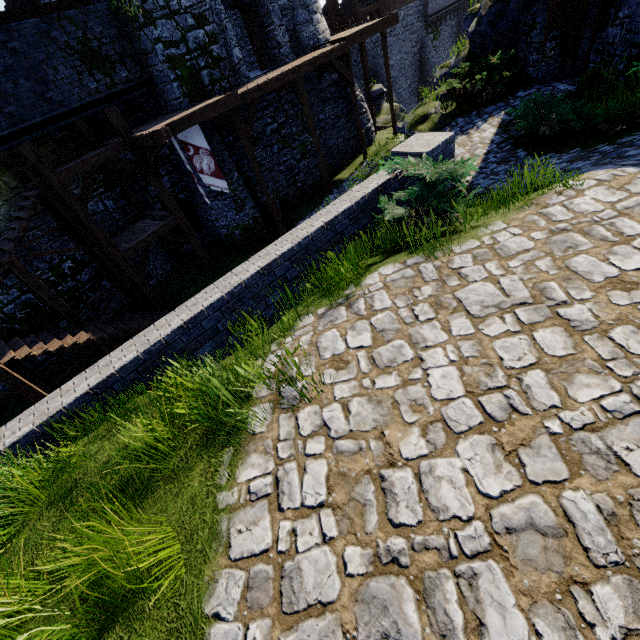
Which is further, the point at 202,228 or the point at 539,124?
the point at 202,228

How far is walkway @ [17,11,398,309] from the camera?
10.9m

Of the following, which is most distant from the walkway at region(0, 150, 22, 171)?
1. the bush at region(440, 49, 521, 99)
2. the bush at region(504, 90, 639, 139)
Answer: the bush at region(504, 90, 639, 139)

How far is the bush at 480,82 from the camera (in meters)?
11.79

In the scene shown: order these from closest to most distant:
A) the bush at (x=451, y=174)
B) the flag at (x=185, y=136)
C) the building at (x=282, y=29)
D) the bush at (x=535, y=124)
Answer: the bush at (x=451, y=174), the bush at (x=535, y=124), the flag at (x=185, y=136), the building at (x=282, y=29)

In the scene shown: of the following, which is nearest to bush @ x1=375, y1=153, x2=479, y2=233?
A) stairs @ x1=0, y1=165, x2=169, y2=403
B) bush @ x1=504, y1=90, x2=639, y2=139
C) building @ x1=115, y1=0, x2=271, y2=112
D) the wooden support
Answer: bush @ x1=504, y1=90, x2=639, y2=139

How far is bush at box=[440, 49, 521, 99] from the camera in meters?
11.8

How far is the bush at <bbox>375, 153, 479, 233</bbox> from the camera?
4.72m
